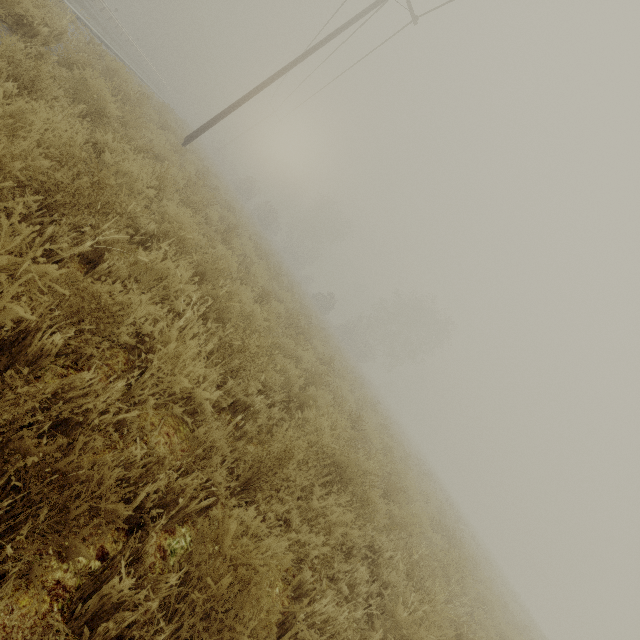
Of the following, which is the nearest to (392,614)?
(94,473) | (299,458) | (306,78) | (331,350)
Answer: (299,458)
